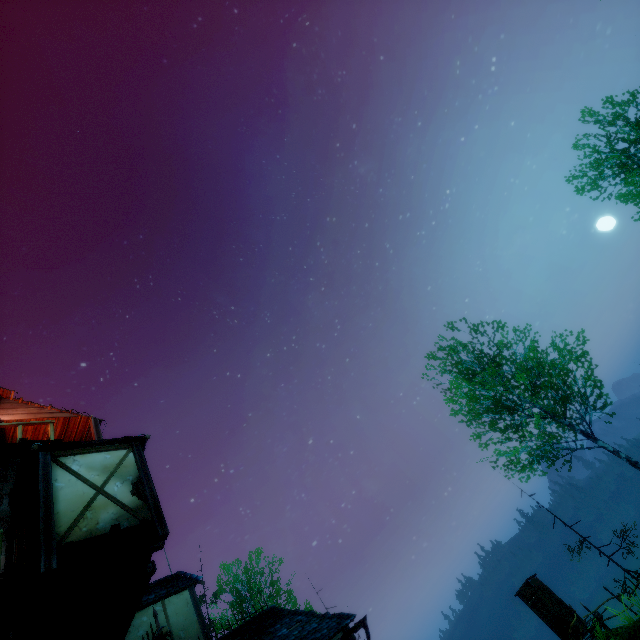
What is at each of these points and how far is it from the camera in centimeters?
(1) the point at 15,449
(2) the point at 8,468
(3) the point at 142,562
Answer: (1) wooden platform, 952cm
(2) tower, 917cm
(3) building, 805cm

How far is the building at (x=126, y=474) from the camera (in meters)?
6.77

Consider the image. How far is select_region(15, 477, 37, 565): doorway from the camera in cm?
667

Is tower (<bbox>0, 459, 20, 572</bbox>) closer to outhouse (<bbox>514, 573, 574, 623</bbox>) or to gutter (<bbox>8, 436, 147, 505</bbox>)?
gutter (<bbox>8, 436, 147, 505</bbox>)

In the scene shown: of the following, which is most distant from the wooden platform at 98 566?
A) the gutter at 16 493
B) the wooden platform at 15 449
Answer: the wooden platform at 15 449

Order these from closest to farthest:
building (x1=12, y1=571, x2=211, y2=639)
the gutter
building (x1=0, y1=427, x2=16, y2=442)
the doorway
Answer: the doorway
building (x1=12, y1=571, x2=211, y2=639)
the gutter
building (x1=0, y1=427, x2=16, y2=442)

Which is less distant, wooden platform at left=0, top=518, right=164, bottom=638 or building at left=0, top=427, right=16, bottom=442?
wooden platform at left=0, top=518, right=164, bottom=638

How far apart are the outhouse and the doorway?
21.73m
